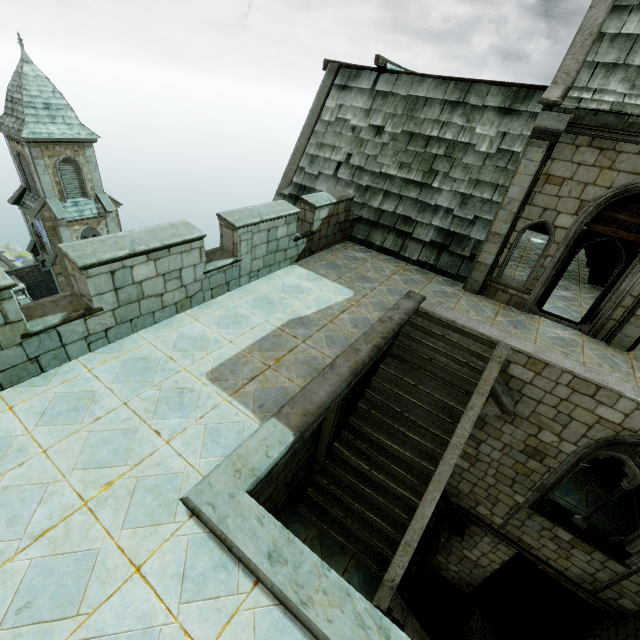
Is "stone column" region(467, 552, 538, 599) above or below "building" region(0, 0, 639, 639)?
below

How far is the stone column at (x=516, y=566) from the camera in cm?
1024

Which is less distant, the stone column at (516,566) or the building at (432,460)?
the building at (432,460)

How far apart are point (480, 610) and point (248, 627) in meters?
12.0

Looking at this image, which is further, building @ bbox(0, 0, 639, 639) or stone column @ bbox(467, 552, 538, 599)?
stone column @ bbox(467, 552, 538, 599)

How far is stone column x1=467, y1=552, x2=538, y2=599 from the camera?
10.2m
